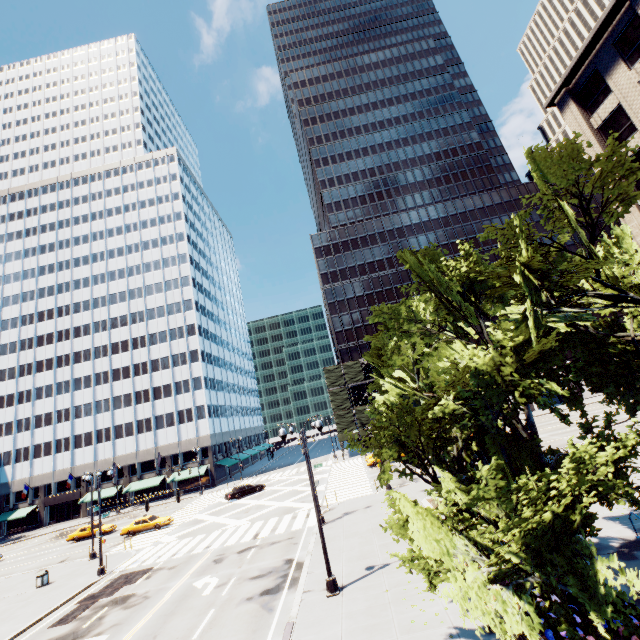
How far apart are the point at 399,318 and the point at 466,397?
3.57m

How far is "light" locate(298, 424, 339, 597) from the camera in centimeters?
1403cm

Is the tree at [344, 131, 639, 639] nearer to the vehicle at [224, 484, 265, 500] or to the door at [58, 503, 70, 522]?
the door at [58, 503, 70, 522]

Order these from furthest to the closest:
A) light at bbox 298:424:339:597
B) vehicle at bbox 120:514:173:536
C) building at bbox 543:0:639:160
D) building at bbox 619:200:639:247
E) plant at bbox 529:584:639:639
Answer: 1. vehicle at bbox 120:514:173:536
2. building at bbox 619:200:639:247
3. building at bbox 543:0:639:160
4. light at bbox 298:424:339:597
5. plant at bbox 529:584:639:639

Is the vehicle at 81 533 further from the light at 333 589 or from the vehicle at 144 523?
the light at 333 589

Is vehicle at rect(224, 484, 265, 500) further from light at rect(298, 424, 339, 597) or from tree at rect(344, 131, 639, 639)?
tree at rect(344, 131, 639, 639)

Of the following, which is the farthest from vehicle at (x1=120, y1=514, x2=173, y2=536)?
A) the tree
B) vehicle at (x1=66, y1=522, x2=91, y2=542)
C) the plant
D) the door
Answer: the plant

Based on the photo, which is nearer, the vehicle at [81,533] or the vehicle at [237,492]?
the vehicle at [81,533]
